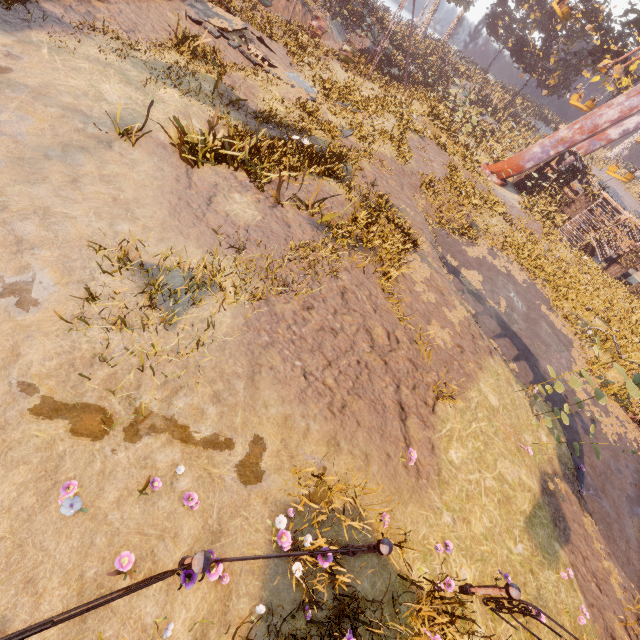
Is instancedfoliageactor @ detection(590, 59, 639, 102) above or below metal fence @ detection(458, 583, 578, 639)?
above

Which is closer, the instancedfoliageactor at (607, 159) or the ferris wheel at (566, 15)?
the ferris wheel at (566, 15)

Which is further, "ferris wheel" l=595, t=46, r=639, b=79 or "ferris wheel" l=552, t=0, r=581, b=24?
"ferris wheel" l=552, t=0, r=581, b=24

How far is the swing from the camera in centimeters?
2105cm

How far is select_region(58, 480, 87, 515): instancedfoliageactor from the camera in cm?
300

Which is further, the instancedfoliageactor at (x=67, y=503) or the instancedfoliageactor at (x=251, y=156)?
the instancedfoliageactor at (x=251, y=156)

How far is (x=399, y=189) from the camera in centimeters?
1258cm

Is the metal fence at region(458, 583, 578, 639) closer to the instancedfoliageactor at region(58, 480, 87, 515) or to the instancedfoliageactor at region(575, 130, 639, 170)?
the instancedfoliageactor at region(58, 480, 87, 515)
